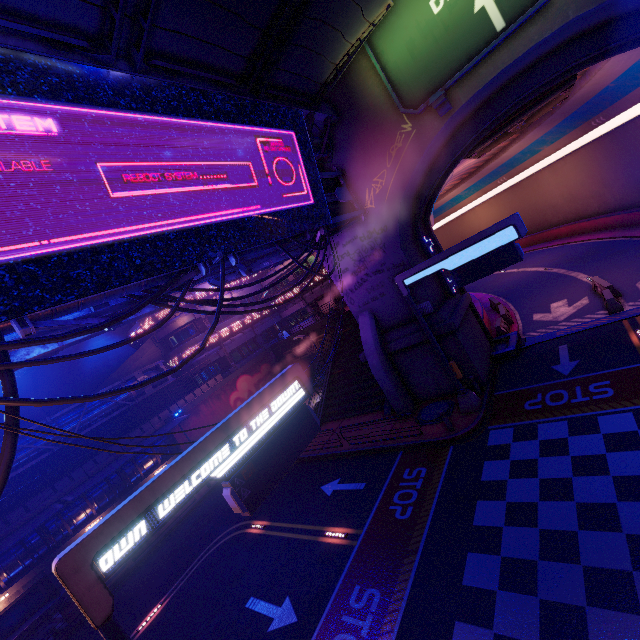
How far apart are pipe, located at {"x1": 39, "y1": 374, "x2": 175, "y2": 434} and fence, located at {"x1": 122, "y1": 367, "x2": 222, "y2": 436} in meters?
0.0 m

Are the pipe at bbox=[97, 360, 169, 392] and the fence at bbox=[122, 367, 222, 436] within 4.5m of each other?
yes

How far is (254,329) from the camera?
37.2 meters

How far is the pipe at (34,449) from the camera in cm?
1961

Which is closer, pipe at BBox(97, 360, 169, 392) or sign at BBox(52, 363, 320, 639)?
sign at BBox(52, 363, 320, 639)

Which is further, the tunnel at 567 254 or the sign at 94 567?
the tunnel at 567 254

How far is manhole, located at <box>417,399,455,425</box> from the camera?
15.86m

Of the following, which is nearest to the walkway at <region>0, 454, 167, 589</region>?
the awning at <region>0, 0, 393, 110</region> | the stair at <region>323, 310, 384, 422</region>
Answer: the stair at <region>323, 310, 384, 422</region>
